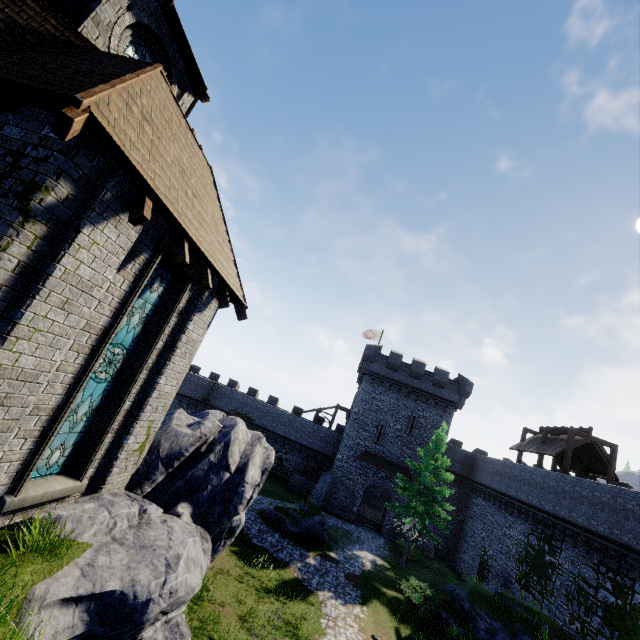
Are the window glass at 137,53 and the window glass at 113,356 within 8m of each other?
yes

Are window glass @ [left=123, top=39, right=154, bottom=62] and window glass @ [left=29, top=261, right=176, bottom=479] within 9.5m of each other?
yes

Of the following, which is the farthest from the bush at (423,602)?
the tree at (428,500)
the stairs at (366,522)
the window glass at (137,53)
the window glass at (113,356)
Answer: the window glass at (137,53)

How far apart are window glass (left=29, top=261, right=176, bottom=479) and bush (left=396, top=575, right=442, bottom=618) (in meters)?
18.75

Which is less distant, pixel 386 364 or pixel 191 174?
pixel 191 174

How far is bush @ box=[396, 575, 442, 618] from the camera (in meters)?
17.12

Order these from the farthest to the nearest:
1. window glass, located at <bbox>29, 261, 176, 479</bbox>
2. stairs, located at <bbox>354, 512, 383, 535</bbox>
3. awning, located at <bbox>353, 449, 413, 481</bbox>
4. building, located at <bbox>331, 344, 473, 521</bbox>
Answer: building, located at <bbox>331, 344, 473, 521</bbox> → awning, located at <bbox>353, 449, 413, 481</bbox> → stairs, located at <bbox>354, 512, 383, 535</bbox> → window glass, located at <bbox>29, 261, 176, 479</bbox>

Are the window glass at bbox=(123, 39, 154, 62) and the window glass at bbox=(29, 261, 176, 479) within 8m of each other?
yes
